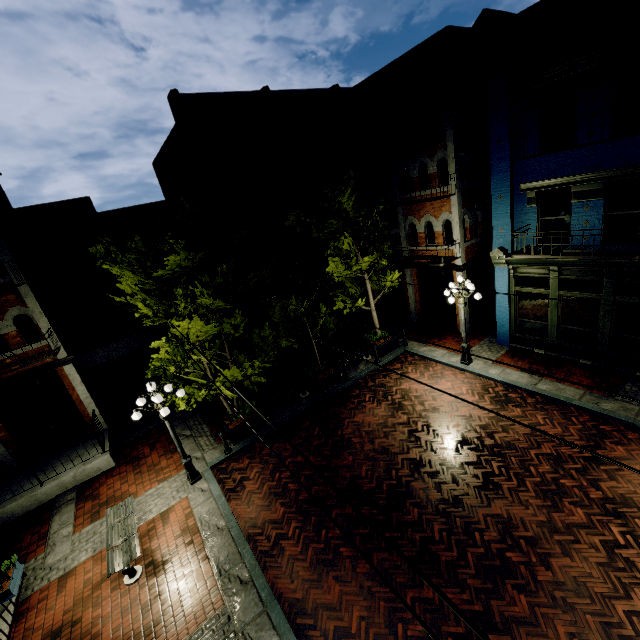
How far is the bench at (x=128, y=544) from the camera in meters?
7.6 m

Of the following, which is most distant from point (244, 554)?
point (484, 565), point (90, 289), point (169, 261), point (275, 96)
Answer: point (275, 96)

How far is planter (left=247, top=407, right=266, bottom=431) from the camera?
11.6m

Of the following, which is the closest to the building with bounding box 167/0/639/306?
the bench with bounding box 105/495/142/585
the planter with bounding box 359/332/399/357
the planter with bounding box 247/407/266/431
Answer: the planter with bounding box 359/332/399/357

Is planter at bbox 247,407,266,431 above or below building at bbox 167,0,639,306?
below

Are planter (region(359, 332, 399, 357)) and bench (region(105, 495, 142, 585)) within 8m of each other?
no

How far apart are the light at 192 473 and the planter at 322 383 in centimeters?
500cm

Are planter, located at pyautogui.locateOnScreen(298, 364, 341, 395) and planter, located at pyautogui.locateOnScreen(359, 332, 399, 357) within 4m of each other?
yes
